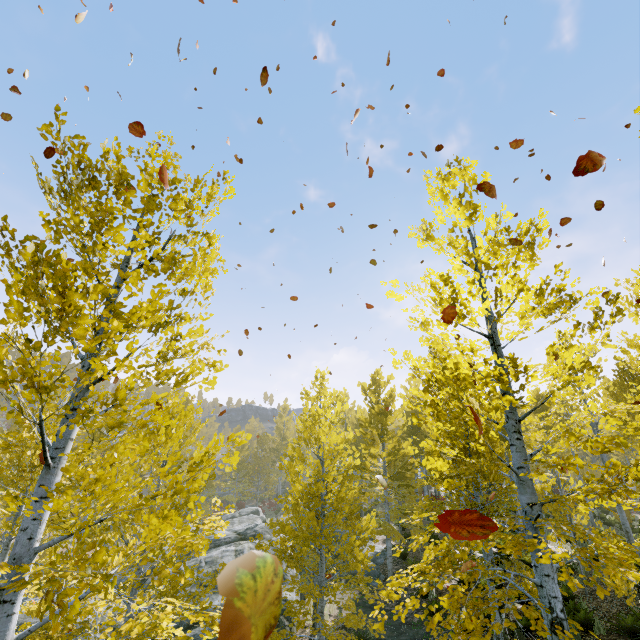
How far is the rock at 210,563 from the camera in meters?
14.1 m

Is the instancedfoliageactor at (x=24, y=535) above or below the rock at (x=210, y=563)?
above

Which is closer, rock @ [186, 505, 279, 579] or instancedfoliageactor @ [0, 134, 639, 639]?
instancedfoliageactor @ [0, 134, 639, 639]

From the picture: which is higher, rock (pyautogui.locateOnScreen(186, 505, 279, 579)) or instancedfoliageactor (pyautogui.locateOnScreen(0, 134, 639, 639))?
instancedfoliageactor (pyautogui.locateOnScreen(0, 134, 639, 639))

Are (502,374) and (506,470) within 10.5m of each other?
yes

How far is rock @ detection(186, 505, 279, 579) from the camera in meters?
14.1 m
